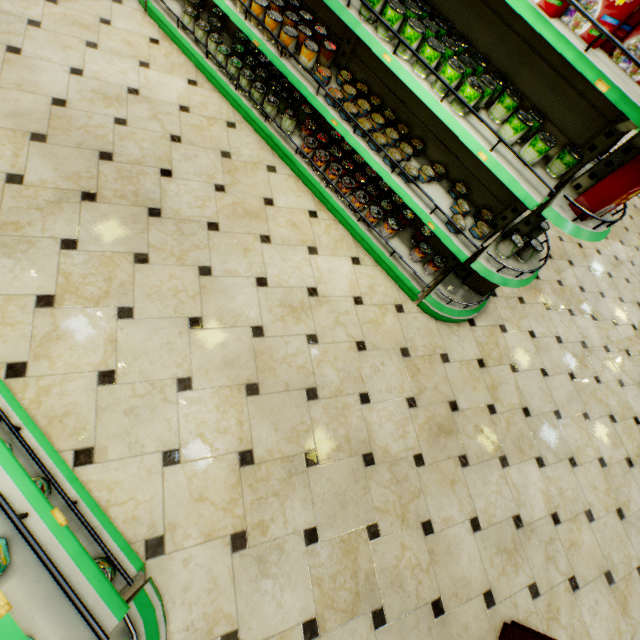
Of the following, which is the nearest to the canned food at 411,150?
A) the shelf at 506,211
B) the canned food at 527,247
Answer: the shelf at 506,211

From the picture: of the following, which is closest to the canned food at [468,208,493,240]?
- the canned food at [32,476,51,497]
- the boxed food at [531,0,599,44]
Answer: the boxed food at [531,0,599,44]

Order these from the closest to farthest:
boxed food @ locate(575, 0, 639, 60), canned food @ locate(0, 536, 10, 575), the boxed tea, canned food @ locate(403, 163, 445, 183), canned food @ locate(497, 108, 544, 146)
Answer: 1. canned food @ locate(0, 536, 10, 575)
2. boxed food @ locate(575, 0, 639, 60)
3. canned food @ locate(497, 108, 544, 146)
4. canned food @ locate(403, 163, 445, 183)
5. the boxed tea

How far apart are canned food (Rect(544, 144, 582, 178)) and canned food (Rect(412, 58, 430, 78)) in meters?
0.7 m

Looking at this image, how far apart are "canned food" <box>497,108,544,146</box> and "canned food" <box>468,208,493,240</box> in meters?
0.6 m

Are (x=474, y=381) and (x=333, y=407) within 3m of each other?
yes

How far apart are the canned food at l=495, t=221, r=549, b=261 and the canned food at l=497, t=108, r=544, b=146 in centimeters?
70cm

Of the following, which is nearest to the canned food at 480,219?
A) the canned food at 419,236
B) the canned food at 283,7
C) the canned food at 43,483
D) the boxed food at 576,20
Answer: the canned food at 419,236
